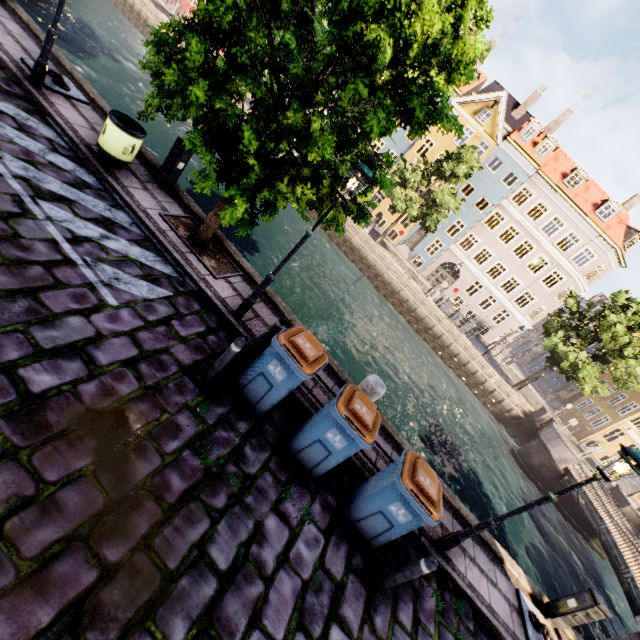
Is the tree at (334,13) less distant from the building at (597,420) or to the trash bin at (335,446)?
the trash bin at (335,446)

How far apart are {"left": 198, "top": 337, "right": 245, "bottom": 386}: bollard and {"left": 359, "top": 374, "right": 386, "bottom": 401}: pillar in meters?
2.8

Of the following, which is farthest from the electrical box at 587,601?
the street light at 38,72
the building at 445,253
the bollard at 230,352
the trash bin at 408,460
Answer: the building at 445,253

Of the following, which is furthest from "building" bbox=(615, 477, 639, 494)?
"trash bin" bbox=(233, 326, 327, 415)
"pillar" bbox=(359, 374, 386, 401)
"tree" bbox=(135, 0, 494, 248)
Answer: "trash bin" bbox=(233, 326, 327, 415)

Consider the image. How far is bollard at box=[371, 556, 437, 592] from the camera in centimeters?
430cm

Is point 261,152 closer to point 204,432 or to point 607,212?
point 204,432

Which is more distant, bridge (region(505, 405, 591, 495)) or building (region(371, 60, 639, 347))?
building (region(371, 60, 639, 347))

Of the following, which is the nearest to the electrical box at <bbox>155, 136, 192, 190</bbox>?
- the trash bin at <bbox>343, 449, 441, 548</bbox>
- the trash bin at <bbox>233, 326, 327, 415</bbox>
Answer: the trash bin at <bbox>233, 326, 327, 415</bbox>
